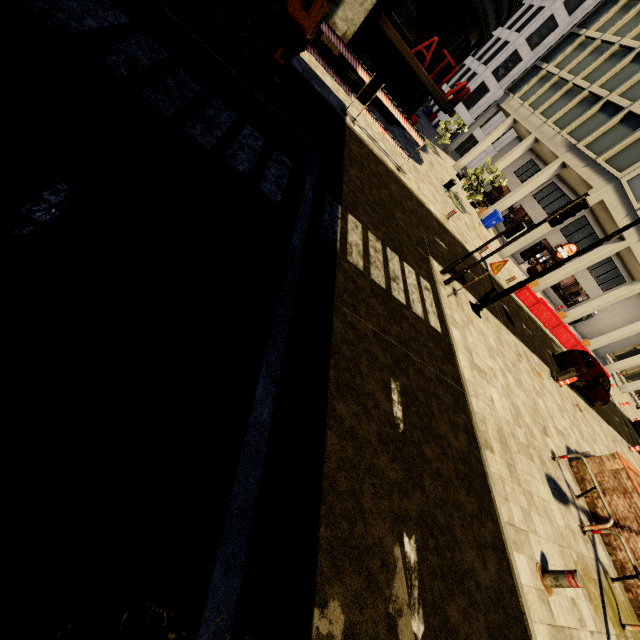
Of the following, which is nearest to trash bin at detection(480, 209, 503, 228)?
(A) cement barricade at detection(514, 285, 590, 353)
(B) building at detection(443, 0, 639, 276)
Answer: (B) building at detection(443, 0, 639, 276)

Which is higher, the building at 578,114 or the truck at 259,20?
the building at 578,114

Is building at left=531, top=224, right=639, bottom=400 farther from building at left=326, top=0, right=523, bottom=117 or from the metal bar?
the metal bar

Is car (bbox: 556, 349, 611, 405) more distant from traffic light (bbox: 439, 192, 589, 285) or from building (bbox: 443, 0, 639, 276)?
traffic light (bbox: 439, 192, 589, 285)

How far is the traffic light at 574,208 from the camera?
7.8 meters

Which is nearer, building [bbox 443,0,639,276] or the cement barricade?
the cement barricade

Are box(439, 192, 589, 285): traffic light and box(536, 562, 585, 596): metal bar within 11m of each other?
yes

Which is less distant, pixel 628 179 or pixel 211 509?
pixel 211 509
